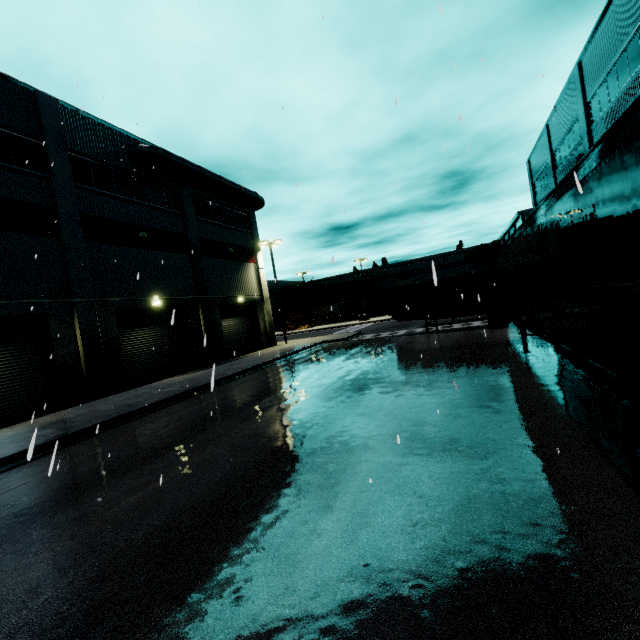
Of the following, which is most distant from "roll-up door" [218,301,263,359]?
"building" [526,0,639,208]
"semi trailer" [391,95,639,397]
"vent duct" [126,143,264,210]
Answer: "vent duct" [126,143,264,210]

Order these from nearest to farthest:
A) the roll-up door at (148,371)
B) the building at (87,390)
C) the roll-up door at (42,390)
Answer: the roll-up door at (42,390), the building at (87,390), the roll-up door at (148,371)

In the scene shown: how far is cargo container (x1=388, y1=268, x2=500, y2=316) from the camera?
19.7 meters

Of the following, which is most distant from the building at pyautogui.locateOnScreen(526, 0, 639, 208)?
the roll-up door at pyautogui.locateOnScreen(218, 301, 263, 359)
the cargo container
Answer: the cargo container

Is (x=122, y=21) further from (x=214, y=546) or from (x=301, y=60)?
(x=214, y=546)

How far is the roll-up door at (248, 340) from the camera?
25.3 meters

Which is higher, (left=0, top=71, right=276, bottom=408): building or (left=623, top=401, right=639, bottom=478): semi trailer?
(left=0, top=71, right=276, bottom=408): building

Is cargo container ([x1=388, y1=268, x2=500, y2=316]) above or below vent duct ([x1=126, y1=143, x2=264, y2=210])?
below
